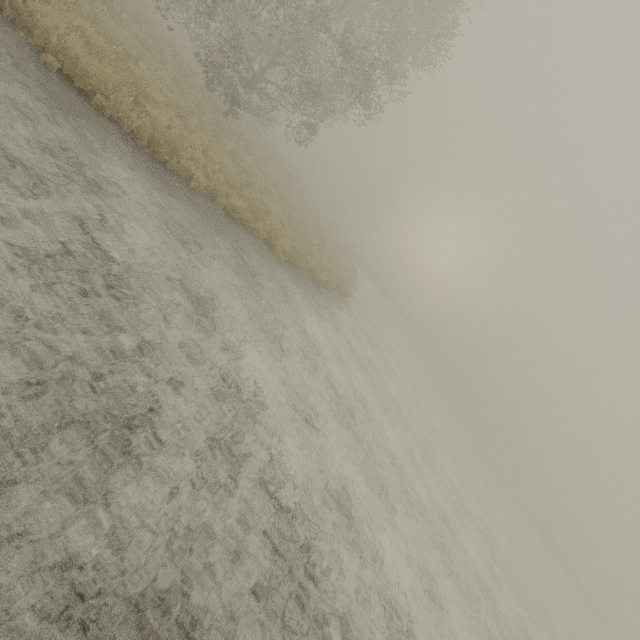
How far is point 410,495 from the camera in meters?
10.3 m
